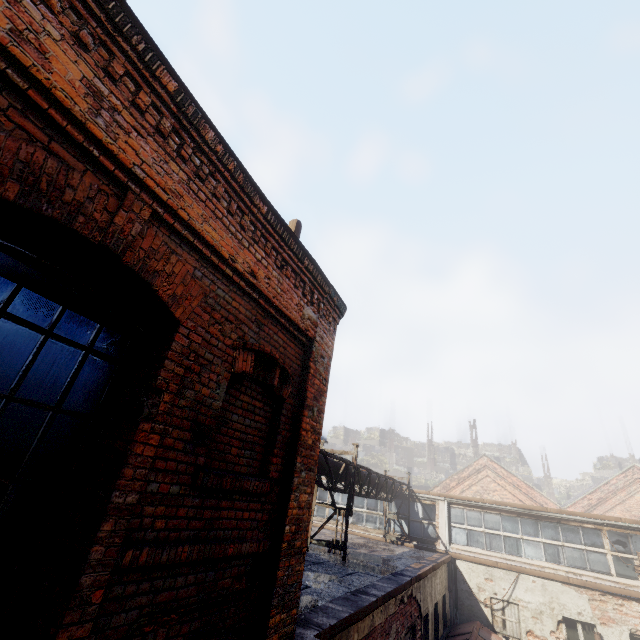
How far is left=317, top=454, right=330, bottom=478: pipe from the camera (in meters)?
9.51

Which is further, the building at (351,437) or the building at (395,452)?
the building at (351,437)

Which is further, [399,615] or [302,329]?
[399,615]

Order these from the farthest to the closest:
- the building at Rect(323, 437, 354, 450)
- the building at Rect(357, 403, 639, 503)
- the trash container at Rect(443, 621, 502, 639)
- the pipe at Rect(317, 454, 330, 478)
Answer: the building at Rect(323, 437, 354, 450)
the building at Rect(357, 403, 639, 503)
the trash container at Rect(443, 621, 502, 639)
the pipe at Rect(317, 454, 330, 478)

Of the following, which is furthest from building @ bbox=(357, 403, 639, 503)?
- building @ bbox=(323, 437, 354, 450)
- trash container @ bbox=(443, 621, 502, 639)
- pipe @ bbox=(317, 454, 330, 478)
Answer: trash container @ bbox=(443, 621, 502, 639)

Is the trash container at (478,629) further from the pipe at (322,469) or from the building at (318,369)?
the building at (318,369)

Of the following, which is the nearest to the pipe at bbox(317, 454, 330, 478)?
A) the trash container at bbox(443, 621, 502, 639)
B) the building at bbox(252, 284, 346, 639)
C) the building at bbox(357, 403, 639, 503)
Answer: the building at bbox(252, 284, 346, 639)

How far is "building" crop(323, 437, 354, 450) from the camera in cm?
5584
